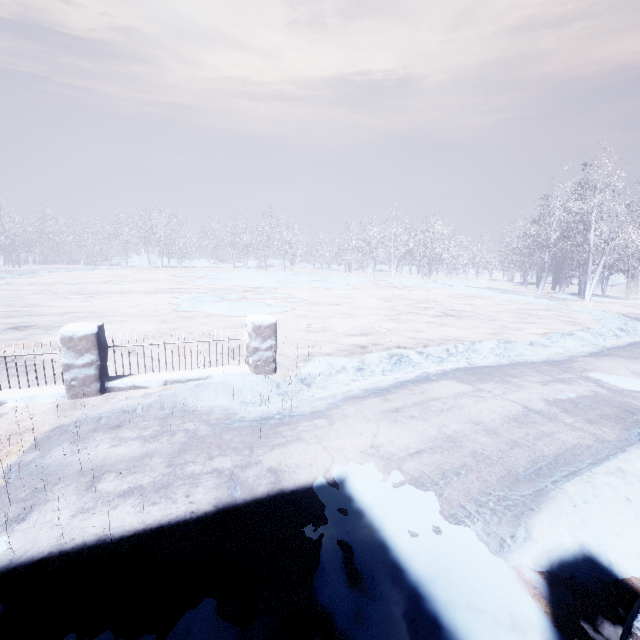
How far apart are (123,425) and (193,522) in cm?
175

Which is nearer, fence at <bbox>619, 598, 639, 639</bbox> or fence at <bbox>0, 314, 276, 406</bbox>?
fence at <bbox>619, 598, 639, 639</bbox>

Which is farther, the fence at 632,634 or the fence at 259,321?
the fence at 259,321
